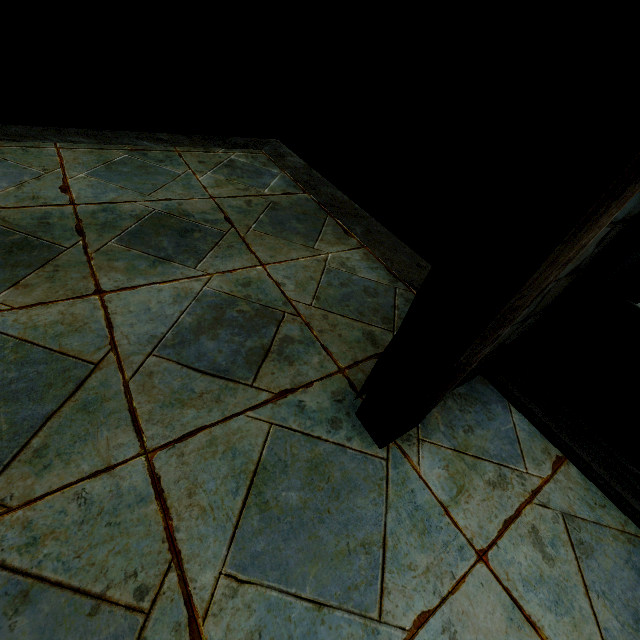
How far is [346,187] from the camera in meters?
3.9
